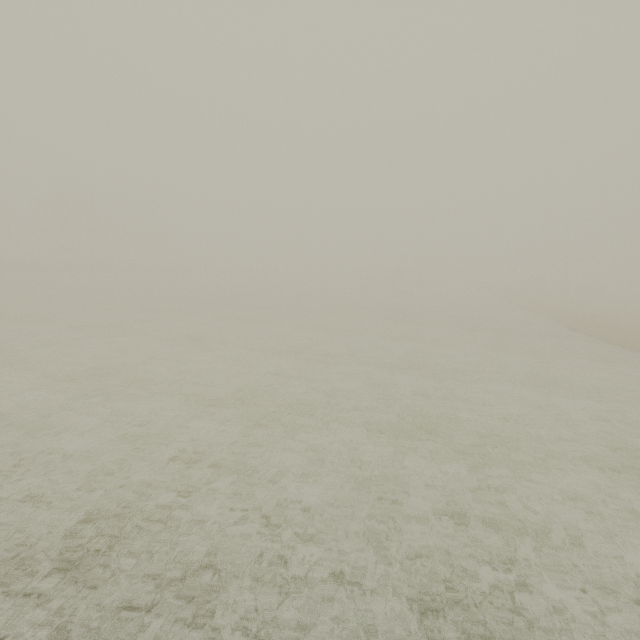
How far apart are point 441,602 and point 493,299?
44.37m
